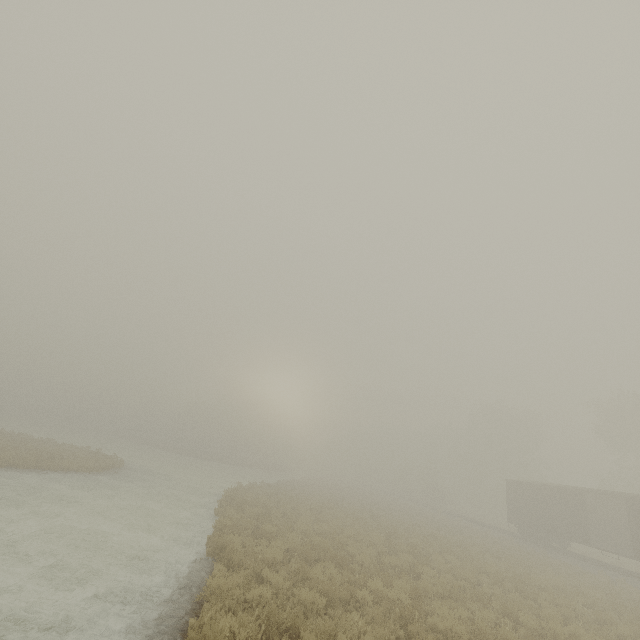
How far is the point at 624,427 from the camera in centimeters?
3609cm
